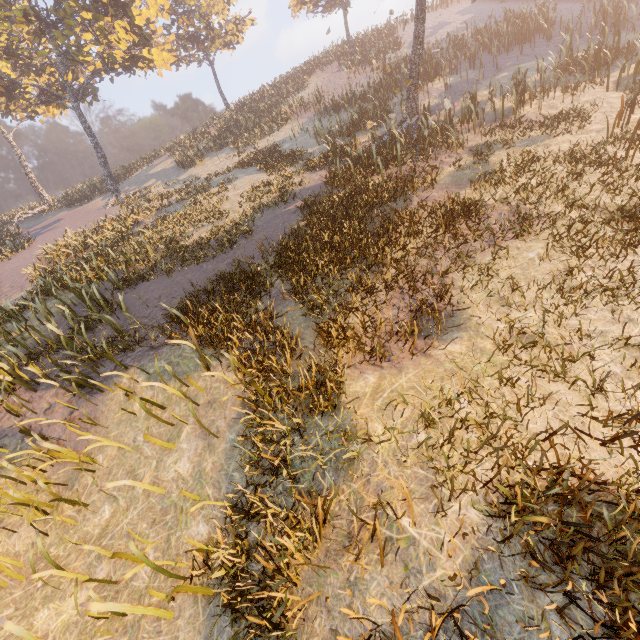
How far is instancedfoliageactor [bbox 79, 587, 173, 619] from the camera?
3.6m

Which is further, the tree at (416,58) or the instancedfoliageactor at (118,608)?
the tree at (416,58)

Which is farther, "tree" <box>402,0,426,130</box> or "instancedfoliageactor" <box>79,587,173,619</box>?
"tree" <box>402,0,426,130</box>

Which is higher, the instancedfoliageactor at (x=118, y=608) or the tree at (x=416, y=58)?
the tree at (x=416, y=58)

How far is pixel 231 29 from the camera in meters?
31.0 m

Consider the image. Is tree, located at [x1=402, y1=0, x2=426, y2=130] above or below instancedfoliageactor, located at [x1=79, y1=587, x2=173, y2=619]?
above
